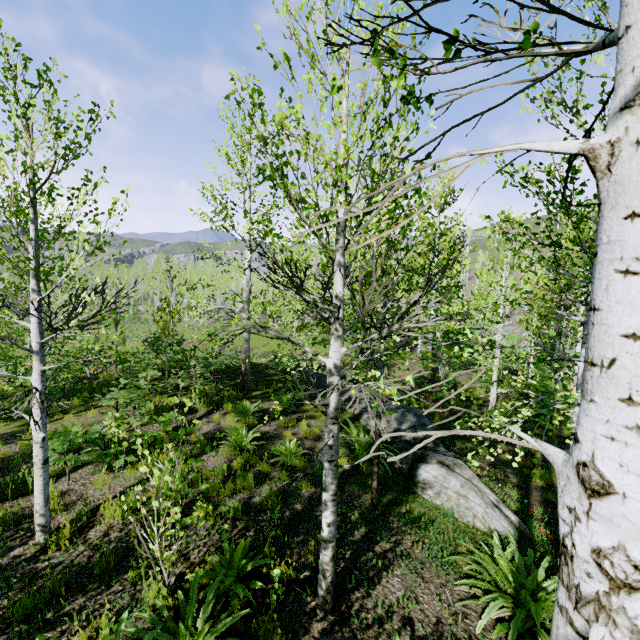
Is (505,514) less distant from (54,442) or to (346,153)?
(346,153)

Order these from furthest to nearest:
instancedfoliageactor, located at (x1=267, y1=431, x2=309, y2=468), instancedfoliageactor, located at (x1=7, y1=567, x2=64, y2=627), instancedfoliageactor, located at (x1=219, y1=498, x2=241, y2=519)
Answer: instancedfoliageactor, located at (x1=267, y1=431, x2=309, y2=468), instancedfoliageactor, located at (x1=219, y1=498, x2=241, y2=519), instancedfoliageactor, located at (x1=7, y1=567, x2=64, y2=627)

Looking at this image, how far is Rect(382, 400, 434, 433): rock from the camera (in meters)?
9.39

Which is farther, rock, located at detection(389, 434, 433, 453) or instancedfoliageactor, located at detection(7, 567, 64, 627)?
rock, located at detection(389, 434, 433, 453)

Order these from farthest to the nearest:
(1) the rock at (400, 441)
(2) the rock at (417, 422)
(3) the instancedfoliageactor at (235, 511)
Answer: (2) the rock at (417, 422) < (1) the rock at (400, 441) < (3) the instancedfoliageactor at (235, 511)

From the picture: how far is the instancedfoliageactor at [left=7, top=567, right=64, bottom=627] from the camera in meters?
3.8

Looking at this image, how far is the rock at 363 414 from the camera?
9.77m
